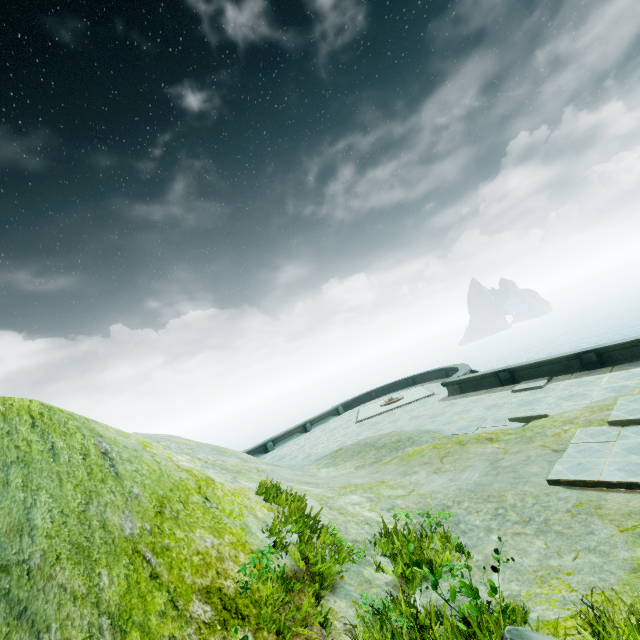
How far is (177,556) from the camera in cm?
375
